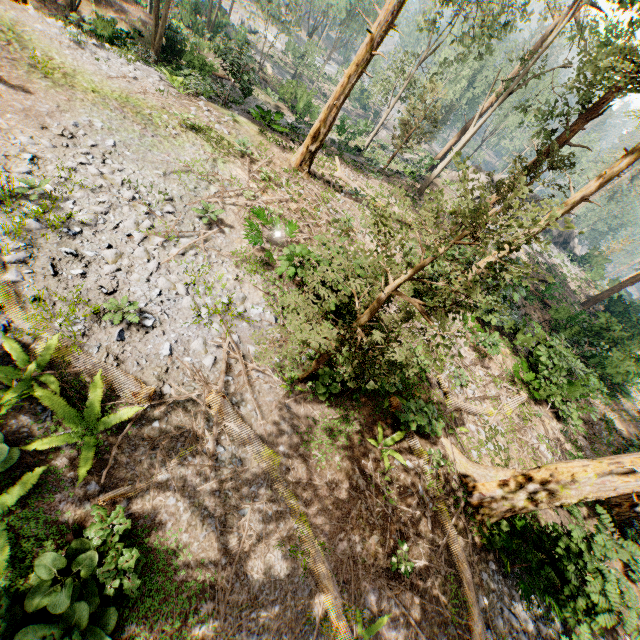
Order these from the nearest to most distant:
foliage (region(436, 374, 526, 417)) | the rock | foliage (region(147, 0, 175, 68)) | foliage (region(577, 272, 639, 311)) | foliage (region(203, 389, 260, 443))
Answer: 1. foliage (region(203, 389, 260, 443))
2. foliage (region(436, 374, 526, 417))
3. foliage (region(147, 0, 175, 68))
4. foliage (region(577, 272, 639, 311))
5. the rock

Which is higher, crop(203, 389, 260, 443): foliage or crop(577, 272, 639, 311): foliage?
crop(577, 272, 639, 311): foliage

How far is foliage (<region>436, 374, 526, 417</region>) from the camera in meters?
12.2 m

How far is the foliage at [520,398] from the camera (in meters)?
12.24

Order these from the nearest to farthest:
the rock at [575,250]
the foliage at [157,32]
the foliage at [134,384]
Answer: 1. the foliage at [134,384]
2. the foliage at [157,32]
3. the rock at [575,250]

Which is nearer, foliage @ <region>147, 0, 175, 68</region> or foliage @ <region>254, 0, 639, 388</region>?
foliage @ <region>254, 0, 639, 388</region>

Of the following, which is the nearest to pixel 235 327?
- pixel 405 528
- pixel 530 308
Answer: pixel 405 528
